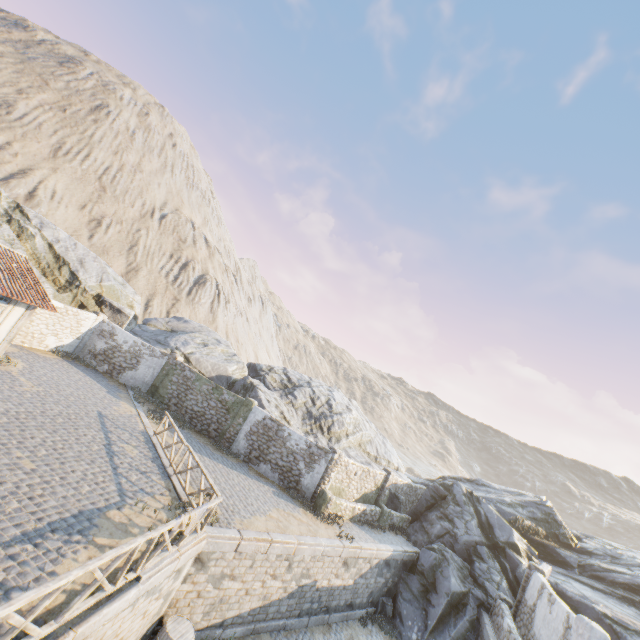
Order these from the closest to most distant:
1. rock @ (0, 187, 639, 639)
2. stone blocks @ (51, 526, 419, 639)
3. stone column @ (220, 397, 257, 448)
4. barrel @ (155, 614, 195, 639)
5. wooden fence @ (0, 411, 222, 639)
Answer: wooden fence @ (0, 411, 222, 639) → stone blocks @ (51, 526, 419, 639) → barrel @ (155, 614, 195, 639) → rock @ (0, 187, 639, 639) → stone column @ (220, 397, 257, 448)

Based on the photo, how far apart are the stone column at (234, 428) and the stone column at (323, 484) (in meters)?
5.10

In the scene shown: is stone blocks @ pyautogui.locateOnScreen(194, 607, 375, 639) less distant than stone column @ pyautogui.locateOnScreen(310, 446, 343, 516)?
Yes

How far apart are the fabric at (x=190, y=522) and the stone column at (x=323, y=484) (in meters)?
9.03

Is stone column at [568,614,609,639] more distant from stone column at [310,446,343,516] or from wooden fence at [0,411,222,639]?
wooden fence at [0,411,222,639]

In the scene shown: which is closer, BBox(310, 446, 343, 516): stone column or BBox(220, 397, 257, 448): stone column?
BBox(310, 446, 343, 516): stone column

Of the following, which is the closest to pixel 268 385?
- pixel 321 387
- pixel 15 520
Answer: pixel 321 387

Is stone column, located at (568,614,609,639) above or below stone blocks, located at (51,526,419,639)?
above
